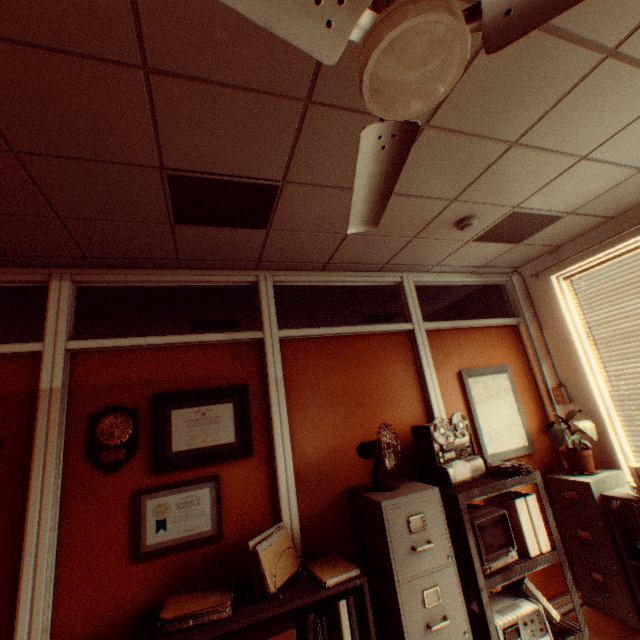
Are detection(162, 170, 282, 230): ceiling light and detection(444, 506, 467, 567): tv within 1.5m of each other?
no

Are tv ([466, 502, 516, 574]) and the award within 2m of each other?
no

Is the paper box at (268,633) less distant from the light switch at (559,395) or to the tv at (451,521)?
the tv at (451,521)

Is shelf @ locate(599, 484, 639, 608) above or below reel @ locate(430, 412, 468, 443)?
below

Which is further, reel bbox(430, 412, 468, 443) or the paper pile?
A: reel bbox(430, 412, 468, 443)

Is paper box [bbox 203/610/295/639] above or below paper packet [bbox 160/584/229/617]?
below

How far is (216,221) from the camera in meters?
2.3

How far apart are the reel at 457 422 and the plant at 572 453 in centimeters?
112cm
